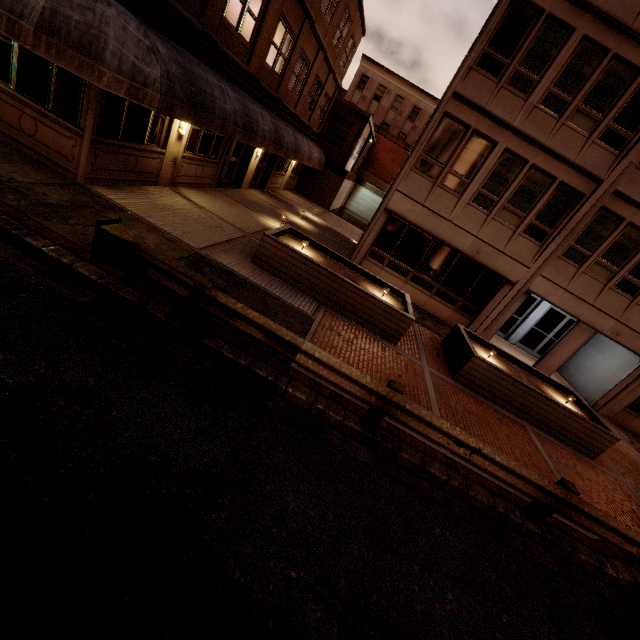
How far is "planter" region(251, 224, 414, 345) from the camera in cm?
920

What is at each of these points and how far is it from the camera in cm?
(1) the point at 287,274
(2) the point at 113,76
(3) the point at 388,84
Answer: (1) planter, 942
(2) awning, 633
(3) building, 3703

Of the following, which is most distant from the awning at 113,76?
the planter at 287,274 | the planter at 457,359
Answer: the planter at 457,359

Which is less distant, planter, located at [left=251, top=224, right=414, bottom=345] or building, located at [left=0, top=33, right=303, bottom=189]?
building, located at [left=0, top=33, right=303, bottom=189]

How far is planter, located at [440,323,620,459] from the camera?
9.36m

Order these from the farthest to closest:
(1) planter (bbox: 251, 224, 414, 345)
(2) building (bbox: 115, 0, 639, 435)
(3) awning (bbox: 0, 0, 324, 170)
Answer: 1. (2) building (bbox: 115, 0, 639, 435)
2. (1) planter (bbox: 251, 224, 414, 345)
3. (3) awning (bbox: 0, 0, 324, 170)

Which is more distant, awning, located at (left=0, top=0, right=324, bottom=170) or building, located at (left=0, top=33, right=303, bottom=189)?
building, located at (left=0, top=33, right=303, bottom=189)

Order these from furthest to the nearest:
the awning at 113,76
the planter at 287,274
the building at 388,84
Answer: the building at 388,84 → the planter at 287,274 → the awning at 113,76
